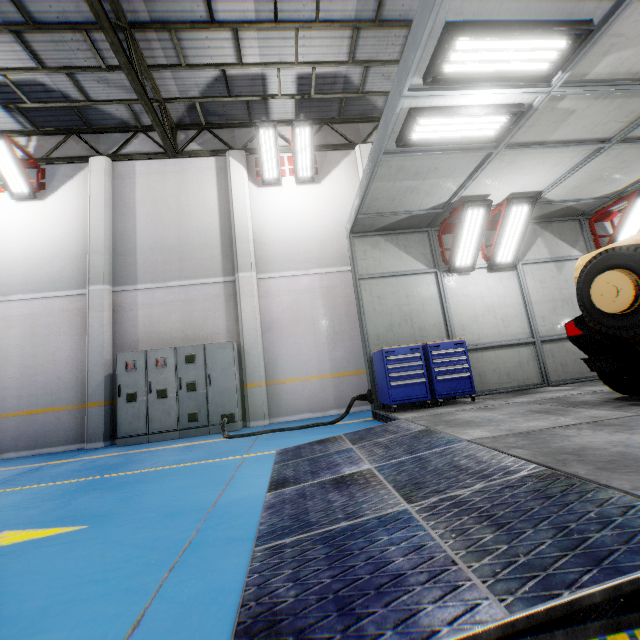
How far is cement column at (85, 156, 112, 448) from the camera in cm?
791

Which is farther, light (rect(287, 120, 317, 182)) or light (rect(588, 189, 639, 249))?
light (rect(287, 120, 317, 182))

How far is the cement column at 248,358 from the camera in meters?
8.3 m

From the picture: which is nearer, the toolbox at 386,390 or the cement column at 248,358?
the toolbox at 386,390

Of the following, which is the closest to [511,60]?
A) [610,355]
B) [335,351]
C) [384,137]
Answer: [384,137]

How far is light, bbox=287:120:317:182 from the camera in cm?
894

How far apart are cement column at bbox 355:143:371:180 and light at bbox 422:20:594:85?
5.61m

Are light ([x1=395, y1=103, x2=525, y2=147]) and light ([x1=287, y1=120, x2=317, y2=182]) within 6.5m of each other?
yes
